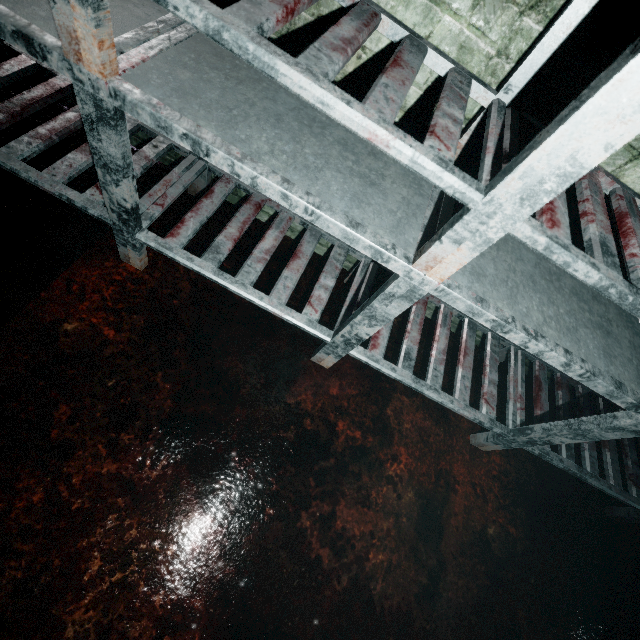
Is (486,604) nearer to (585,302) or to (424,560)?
(424,560)
